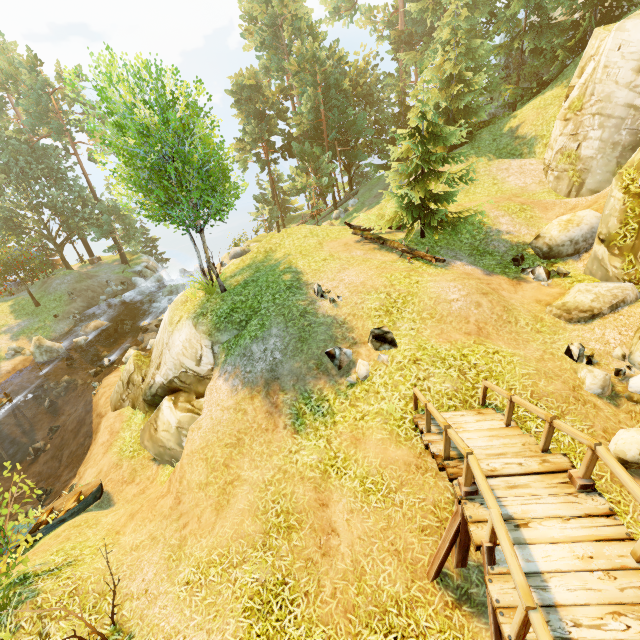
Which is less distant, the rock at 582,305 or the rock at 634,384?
the rock at 634,384

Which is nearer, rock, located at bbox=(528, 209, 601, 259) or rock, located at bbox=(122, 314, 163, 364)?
rock, located at bbox=(528, 209, 601, 259)

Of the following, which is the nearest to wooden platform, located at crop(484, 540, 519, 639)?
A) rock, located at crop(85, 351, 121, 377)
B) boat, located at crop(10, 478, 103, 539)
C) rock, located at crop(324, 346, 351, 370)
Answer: rock, located at crop(324, 346, 351, 370)

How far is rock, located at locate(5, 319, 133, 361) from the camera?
24.91m

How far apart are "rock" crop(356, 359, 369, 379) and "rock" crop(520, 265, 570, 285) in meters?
7.4

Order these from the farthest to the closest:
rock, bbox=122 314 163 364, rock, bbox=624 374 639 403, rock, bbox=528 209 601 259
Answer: rock, bbox=122 314 163 364 → rock, bbox=528 209 601 259 → rock, bbox=624 374 639 403

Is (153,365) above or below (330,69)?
below

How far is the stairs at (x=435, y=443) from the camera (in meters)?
5.06
